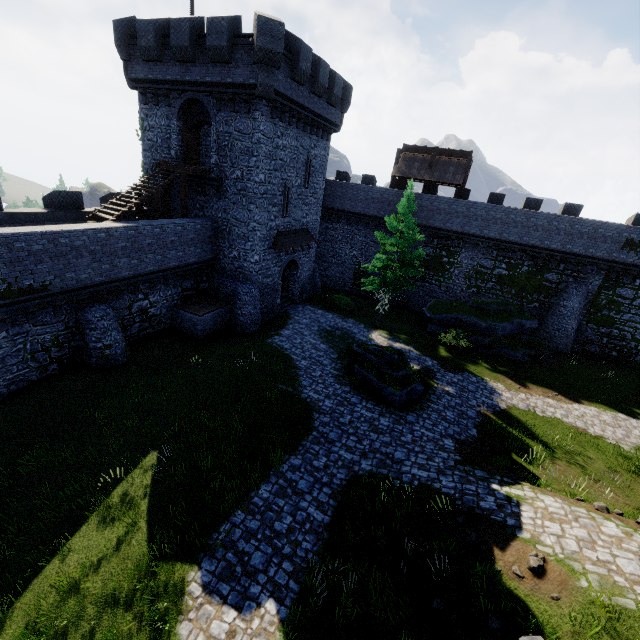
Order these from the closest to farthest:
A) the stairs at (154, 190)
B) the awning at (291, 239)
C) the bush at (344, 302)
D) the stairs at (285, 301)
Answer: the stairs at (154, 190)
the awning at (291, 239)
the stairs at (285, 301)
the bush at (344, 302)

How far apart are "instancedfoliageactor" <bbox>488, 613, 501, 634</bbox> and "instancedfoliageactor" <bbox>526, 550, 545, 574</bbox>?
1.32m

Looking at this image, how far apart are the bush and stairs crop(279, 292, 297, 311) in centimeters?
287cm

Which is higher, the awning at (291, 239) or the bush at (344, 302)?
the awning at (291, 239)

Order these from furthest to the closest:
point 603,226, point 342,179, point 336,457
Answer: point 342,179, point 603,226, point 336,457

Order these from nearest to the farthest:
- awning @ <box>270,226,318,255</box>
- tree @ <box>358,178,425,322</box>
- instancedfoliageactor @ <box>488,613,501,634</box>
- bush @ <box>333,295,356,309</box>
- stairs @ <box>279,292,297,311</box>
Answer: instancedfoliageactor @ <box>488,613,501,634</box>
tree @ <box>358,178,425,322</box>
awning @ <box>270,226,318,255</box>
stairs @ <box>279,292,297,311</box>
bush @ <box>333,295,356,309</box>

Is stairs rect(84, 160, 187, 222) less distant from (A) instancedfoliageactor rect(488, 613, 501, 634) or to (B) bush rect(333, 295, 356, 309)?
(B) bush rect(333, 295, 356, 309)

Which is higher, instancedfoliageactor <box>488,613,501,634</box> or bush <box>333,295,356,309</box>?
instancedfoliageactor <box>488,613,501,634</box>
